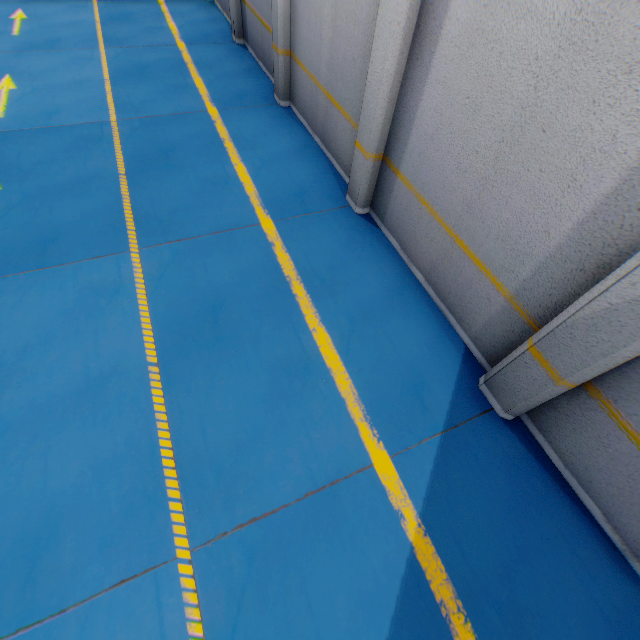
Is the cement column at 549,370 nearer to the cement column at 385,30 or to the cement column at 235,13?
the cement column at 385,30

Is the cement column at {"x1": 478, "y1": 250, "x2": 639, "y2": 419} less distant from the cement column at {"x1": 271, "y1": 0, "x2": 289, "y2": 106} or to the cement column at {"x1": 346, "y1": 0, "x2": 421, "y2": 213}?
the cement column at {"x1": 346, "y1": 0, "x2": 421, "y2": 213}

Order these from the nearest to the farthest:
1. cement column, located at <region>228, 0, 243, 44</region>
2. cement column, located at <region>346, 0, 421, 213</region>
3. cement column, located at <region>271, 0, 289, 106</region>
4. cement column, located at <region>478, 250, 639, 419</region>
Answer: cement column, located at <region>478, 250, 639, 419</region> → cement column, located at <region>346, 0, 421, 213</region> → cement column, located at <region>271, 0, 289, 106</region> → cement column, located at <region>228, 0, 243, 44</region>

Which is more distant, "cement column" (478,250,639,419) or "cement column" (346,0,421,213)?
"cement column" (346,0,421,213)

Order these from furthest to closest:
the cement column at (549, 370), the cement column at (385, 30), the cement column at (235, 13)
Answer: the cement column at (235, 13) < the cement column at (385, 30) < the cement column at (549, 370)

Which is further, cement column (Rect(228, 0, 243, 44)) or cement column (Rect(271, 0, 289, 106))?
cement column (Rect(228, 0, 243, 44))

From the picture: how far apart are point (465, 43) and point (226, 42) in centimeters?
957cm

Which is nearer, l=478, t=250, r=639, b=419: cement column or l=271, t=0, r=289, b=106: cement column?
l=478, t=250, r=639, b=419: cement column
